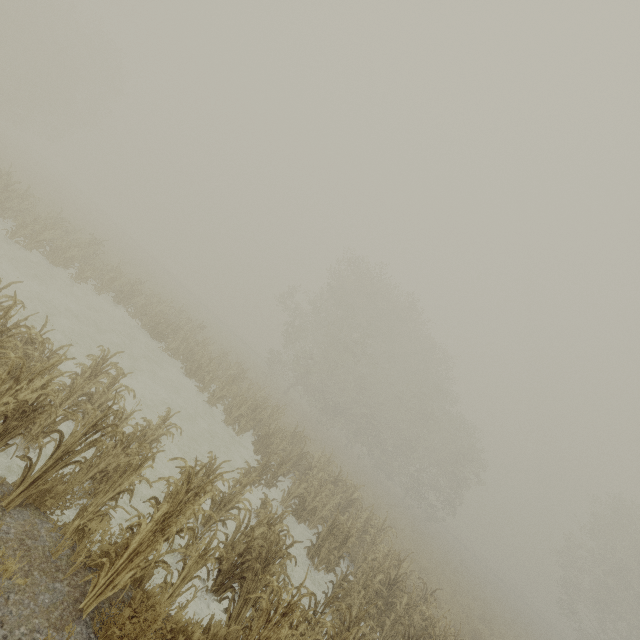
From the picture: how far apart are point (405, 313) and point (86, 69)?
46.15m

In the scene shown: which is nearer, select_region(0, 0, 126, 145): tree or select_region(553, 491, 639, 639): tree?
select_region(553, 491, 639, 639): tree

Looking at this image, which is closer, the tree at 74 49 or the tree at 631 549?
the tree at 631 549
